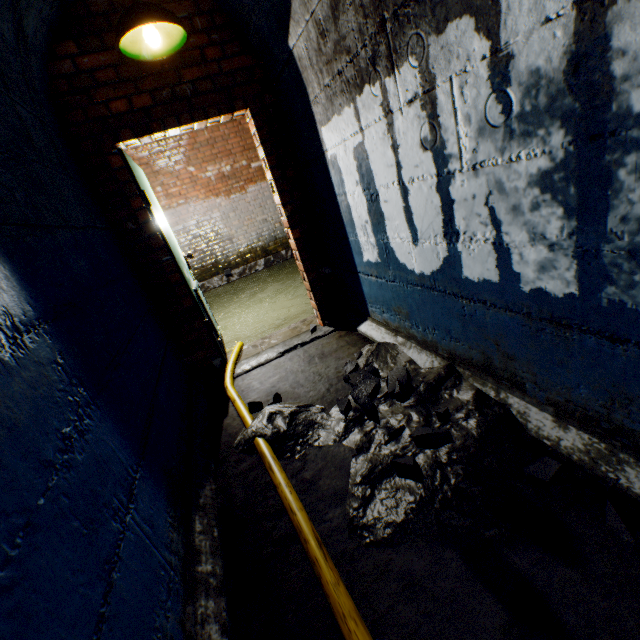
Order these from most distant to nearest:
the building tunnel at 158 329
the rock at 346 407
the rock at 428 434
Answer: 1. the rock at 346 407
2. the rock at 428 434
3. the building tunnel at 158 329

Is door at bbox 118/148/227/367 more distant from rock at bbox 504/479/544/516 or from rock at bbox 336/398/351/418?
rock at bbox 504/479/544/516

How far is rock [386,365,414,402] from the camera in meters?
1.9

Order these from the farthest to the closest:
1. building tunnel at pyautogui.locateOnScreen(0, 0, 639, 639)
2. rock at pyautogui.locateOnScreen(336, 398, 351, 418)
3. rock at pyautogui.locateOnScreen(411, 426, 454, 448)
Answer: rock at pyautogui.locateOnScreen(336, 398, 351, 418) < rock at pyautogui.locateOnScreen(411, 426, 454, 448) < building tunnel at pyautogui.locateOnScreen(0, 0, 639, 639)

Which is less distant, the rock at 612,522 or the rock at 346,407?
the rock at 612,522

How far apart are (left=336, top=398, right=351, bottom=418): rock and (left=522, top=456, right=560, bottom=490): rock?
0.69m

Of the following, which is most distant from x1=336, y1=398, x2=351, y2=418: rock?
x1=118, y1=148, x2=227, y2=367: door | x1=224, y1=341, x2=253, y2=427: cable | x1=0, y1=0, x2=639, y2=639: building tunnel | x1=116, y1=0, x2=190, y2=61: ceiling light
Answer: x1=116, y1=0, x2=190, y2=61: ceiling light

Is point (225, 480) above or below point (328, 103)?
below
